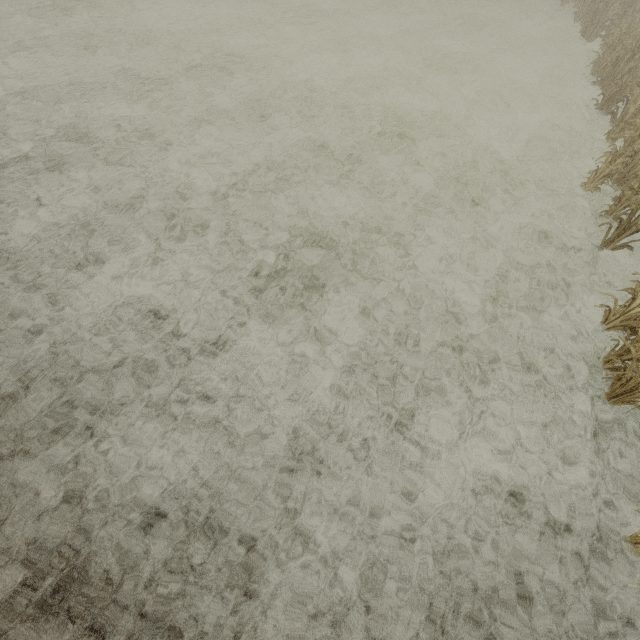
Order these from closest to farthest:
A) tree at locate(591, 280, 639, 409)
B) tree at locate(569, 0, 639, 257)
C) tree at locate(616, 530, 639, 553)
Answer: tree at locate(616, 530, 639, 553) < tree at locate(591, 280, 639, 409) < tree at locate(569, 0, 639, 257)

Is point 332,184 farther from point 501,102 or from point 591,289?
point 501,102

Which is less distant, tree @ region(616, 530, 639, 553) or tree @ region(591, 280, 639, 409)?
tree @ region(616, 530, 639, 553)

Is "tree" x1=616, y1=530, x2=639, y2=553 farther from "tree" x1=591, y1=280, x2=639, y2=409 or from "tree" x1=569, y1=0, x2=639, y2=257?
"tree" x1=569, y1=0, x2=639, y2=257

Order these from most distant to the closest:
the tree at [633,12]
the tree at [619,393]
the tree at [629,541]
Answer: the tree at [633,12]
the tree at [619,393]
the tree at [629,541]

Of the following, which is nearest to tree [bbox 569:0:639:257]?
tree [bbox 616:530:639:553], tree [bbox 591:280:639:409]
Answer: tree [bbox 591:280:639:409]

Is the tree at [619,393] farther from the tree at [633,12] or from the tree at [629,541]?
the tree at [633,12]
